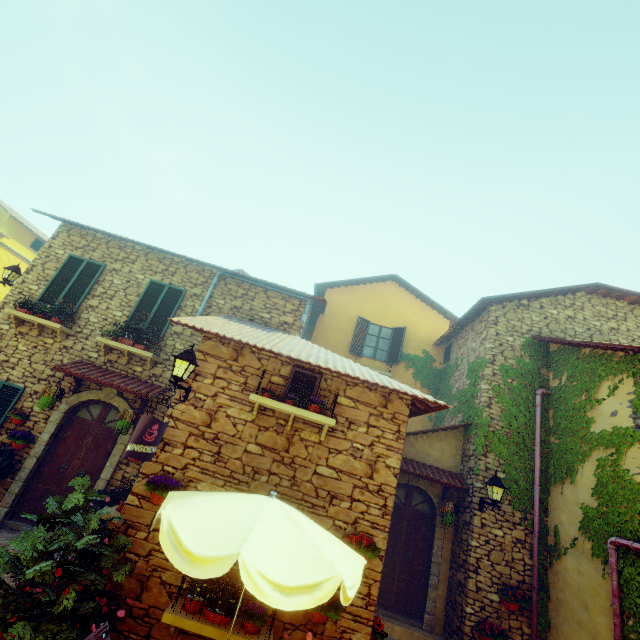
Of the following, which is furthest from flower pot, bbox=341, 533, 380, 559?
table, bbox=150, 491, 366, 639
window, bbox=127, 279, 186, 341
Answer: window, bbox=127, 279, 186, 341

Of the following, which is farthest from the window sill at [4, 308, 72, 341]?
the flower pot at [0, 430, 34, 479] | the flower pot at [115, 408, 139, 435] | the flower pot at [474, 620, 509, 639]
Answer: the flower pot at [474, 620, 509, 639]

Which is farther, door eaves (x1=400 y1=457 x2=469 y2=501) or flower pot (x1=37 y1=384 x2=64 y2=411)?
door eaves (x1=400 y1=457 x2=469 y2=501)

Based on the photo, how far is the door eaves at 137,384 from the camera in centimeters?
760cm

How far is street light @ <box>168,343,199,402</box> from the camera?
5.21m

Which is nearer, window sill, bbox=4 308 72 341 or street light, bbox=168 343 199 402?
street light, bbox=168 343 199 402

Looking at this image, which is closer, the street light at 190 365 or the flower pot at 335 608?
the flower pot at 335 608

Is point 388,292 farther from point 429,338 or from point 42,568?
point 42,568
